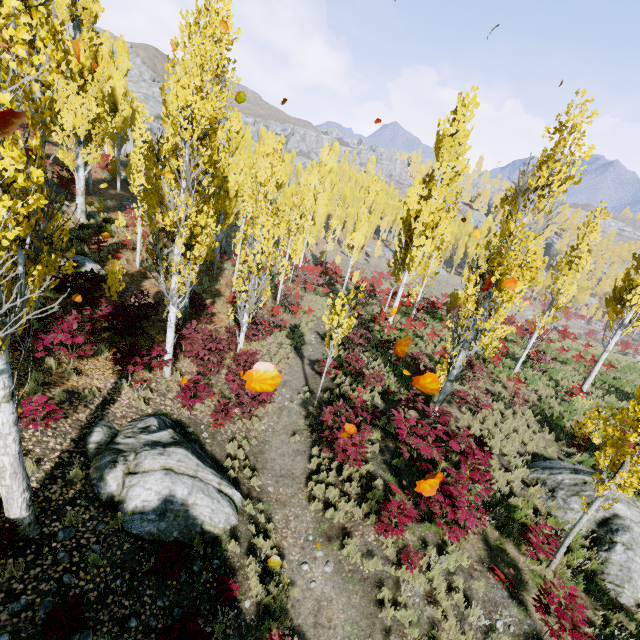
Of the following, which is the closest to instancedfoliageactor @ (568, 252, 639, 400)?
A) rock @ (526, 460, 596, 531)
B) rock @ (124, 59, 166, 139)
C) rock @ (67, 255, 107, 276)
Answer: rock @ (526, 460, 596, 531)

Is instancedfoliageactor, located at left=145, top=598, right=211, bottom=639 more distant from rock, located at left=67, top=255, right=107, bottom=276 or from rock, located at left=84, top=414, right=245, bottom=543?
rock, located at left=67, top=255, right=107, bottom=276

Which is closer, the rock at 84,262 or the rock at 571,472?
the rock at 571,472

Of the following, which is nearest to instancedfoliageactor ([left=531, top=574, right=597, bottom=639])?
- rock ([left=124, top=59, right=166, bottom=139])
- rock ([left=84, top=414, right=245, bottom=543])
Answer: rock ([left=84, top=414, right=245, bottom=543])

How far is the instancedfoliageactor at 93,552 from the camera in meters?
5.6

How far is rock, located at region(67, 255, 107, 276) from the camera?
14.5 meters

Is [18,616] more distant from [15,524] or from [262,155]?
[262,155]

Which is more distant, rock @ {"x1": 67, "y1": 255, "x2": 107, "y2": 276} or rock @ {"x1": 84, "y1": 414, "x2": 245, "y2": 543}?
rock @ {"x1": 67, "y1": 255, "x2": 107, "y2": 276}
